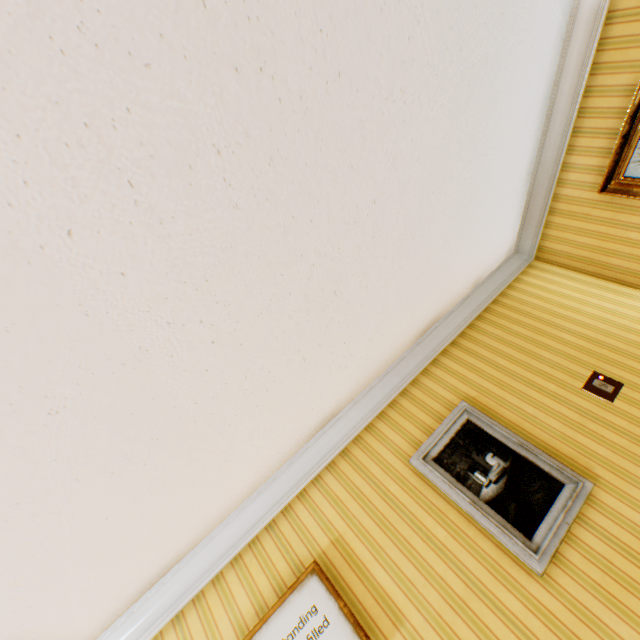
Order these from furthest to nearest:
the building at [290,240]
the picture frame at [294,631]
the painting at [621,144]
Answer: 1. the painting at [621,144]
2. the picture frame at [294,631]
3. the building at [290,240]

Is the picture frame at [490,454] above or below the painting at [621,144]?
below

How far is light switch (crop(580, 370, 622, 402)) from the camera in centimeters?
267cm

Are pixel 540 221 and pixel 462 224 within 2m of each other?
yes

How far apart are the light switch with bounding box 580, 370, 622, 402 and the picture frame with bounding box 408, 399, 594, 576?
0.8m

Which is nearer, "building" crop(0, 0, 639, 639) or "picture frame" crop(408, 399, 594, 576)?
"building" crop(0, 0, 639, 639)

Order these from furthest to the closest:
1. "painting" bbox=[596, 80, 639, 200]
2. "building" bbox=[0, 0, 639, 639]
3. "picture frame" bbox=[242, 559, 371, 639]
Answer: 1. "painting" bbox=[596, 80, 639, 200]
2. "picture frame" bbox=[242, 559, 371, 639]
3. "building" bbox=[0, 0, 639, 639]

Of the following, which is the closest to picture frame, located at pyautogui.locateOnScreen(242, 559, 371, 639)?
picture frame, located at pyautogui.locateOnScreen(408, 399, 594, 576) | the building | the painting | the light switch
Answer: the building
